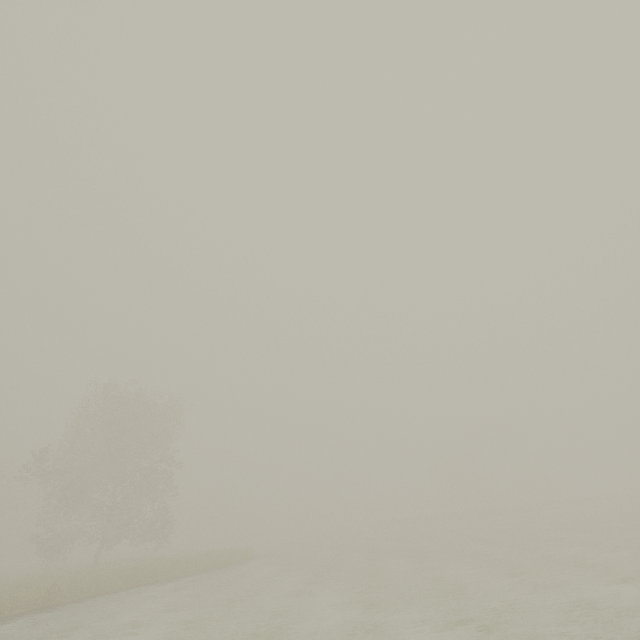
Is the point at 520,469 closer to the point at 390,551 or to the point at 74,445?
the point at 390,551
